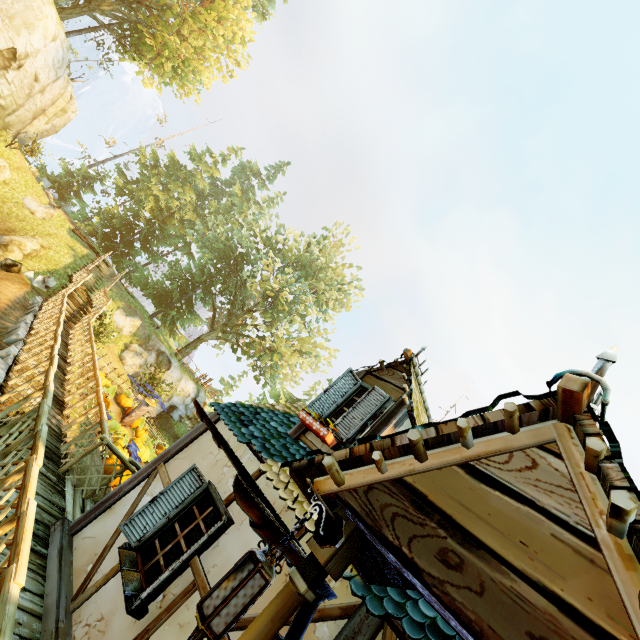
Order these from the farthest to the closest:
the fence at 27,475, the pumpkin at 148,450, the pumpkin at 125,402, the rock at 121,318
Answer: the rock at 121,318
the pumpkin at 125,402
the pumpkin at 148,450
the fence at 27,475

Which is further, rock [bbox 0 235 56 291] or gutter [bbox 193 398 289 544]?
rock [bbox 0 235 56 291]

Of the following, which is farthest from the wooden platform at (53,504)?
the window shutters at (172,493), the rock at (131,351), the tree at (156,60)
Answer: the tree at (156,60)

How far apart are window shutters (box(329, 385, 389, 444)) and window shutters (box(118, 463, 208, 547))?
1.90m

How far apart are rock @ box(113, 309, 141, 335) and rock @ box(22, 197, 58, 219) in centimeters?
735cm

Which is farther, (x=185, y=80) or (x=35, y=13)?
(x=185, y=80)

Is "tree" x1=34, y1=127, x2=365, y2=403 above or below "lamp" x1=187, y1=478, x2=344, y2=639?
above

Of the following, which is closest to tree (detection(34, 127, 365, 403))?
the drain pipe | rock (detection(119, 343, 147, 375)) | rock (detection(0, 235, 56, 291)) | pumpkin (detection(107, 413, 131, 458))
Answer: rock (detection(119, 343, 147, 375))
